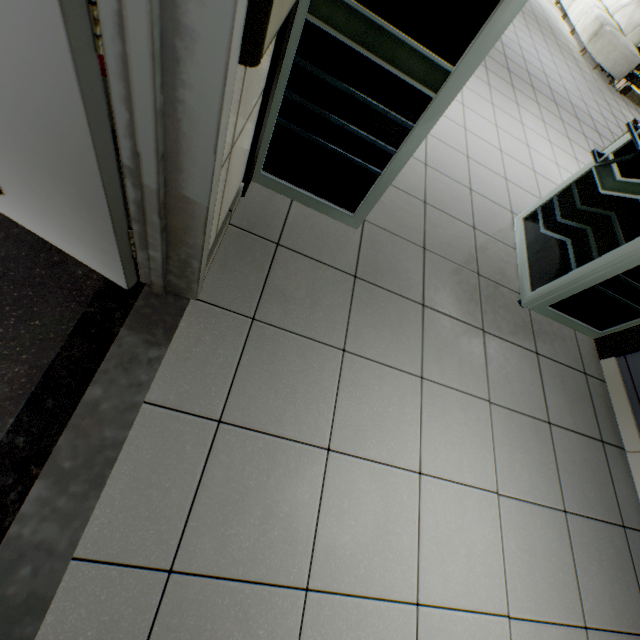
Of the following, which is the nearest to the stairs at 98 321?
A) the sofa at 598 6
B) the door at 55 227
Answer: the door at 55 227

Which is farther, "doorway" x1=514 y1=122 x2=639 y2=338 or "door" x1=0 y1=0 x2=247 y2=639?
"doorway" x1=514 y1=122 x2=639 y2=338

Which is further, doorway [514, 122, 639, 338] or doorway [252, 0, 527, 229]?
doorway [514, 122, 639, 338]

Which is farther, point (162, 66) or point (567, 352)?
point (567, 352)

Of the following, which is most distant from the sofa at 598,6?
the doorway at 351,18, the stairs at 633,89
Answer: the doorway at 351,18

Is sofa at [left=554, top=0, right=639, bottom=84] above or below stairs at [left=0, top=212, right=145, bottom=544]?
above

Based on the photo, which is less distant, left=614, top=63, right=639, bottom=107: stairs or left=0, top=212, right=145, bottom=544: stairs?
left=0, top=212, right=145, bottom=544: stairs

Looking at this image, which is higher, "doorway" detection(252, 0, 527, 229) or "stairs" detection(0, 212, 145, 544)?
"doorway" detection(252, 0, 527, 229)
